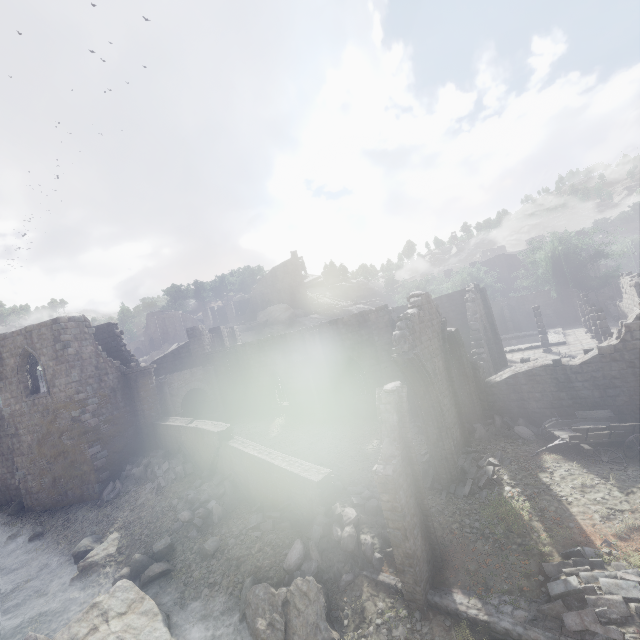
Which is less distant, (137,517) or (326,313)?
(137,517)

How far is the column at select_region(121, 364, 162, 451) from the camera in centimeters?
2280cm

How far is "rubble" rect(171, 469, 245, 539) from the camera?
14.39m

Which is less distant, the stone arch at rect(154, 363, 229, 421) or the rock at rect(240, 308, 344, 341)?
the stone arch at rect(154, 363, 229, 421)

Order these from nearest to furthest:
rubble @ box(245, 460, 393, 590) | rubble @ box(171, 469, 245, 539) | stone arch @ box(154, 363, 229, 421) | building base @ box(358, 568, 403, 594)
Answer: building base @ box(358, 568, 403, 594) < rubble @ box(245, 460, 393, 590) < rubble @ box(171, 469, 245, 539) < stone arch @ box(154, 363, 229, 421)

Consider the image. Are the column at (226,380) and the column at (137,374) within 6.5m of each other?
yes

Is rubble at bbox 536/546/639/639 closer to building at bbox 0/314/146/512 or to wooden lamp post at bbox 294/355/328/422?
building at bbox 0/314/146/512

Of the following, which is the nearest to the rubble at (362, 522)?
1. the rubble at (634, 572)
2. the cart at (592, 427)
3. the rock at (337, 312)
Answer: the rubble at (634, 572)
